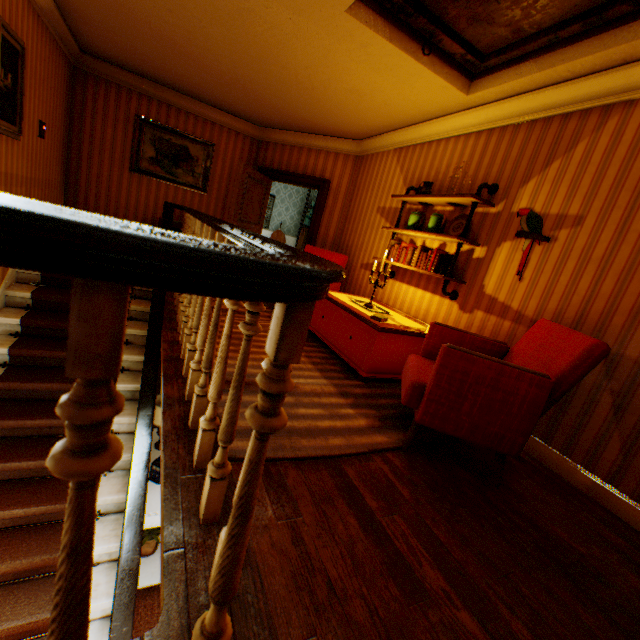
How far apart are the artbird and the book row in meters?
0.7 m

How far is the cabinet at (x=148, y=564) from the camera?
4.11m

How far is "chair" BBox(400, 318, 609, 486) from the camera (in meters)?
2.02

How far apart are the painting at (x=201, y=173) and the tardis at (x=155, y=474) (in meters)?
5.06

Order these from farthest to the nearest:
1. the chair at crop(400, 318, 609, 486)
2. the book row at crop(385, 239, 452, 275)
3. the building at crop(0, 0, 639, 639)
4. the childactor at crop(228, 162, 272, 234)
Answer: the childactor at crop(228, 162, 272, 234) < the book row at crop(385, 239, 452, 275) < the chair at crop(400, 318, 609, 486) < the building at crop(0, 0, 639, 639)

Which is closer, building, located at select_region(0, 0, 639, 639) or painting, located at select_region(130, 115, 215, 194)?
building, located at select_region(0, 0, 639, 639)

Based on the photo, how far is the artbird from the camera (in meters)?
2.99

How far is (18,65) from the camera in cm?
343
